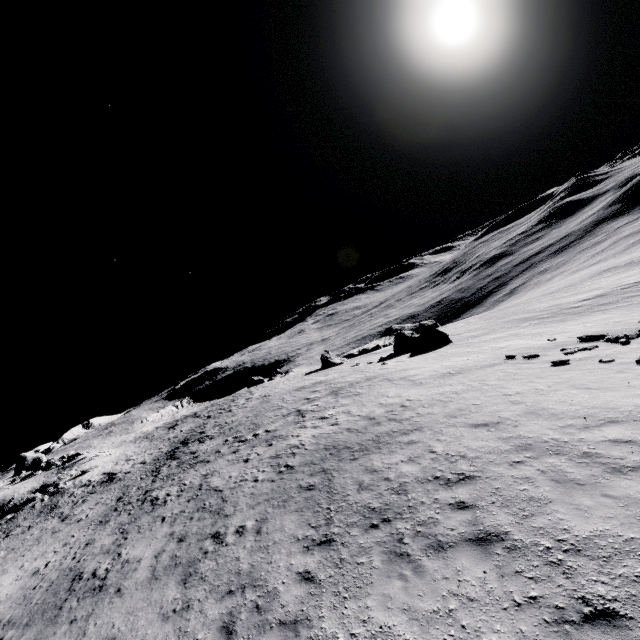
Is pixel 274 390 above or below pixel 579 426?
above
